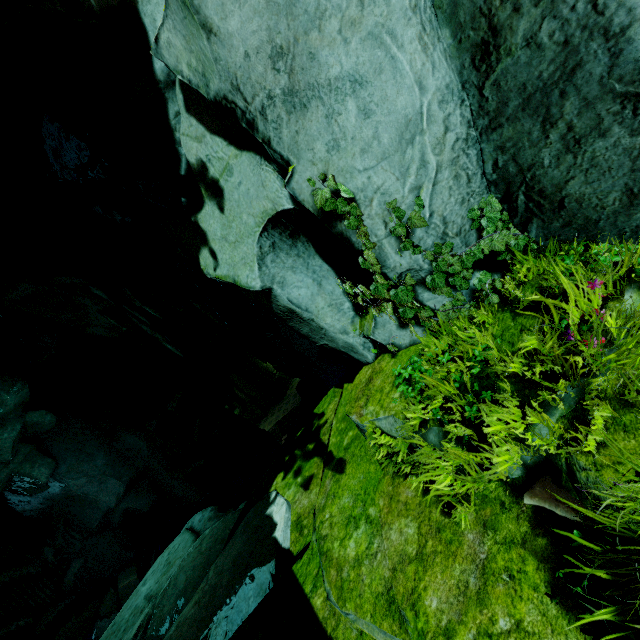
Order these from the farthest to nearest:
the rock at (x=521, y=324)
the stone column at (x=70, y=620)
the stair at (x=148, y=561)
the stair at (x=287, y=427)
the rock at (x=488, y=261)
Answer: the stair at (x=287, y=427) → the stair at (x=148, y=561) → the stone column at (x=70, y=620) → the rock at (x=488, y=261) → the rock at (x=521, y=324)

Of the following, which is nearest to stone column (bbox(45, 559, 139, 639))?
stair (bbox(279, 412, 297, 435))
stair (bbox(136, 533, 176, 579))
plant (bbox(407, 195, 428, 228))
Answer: stair (bbox(136, 533, 176, 579))

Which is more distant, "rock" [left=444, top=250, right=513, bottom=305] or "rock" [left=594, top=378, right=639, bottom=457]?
"rock" [left=444, top=250, right=513, bottom=305]

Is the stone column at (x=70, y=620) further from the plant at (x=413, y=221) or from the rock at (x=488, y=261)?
the plant at (x=413, y=221)

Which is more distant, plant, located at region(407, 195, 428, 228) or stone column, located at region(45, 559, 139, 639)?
stone column, located at region(45, 559, 139, 639)

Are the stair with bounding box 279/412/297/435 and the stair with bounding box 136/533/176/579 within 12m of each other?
yes

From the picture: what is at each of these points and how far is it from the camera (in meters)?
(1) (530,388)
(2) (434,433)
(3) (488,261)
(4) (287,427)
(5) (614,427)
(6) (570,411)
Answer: (1) rock, 2.49
(2) rock, 3.08
(3) rock, 3.45
(4) stair, 29.02
(5) rock, 2.06
(6) rock, 2.34
